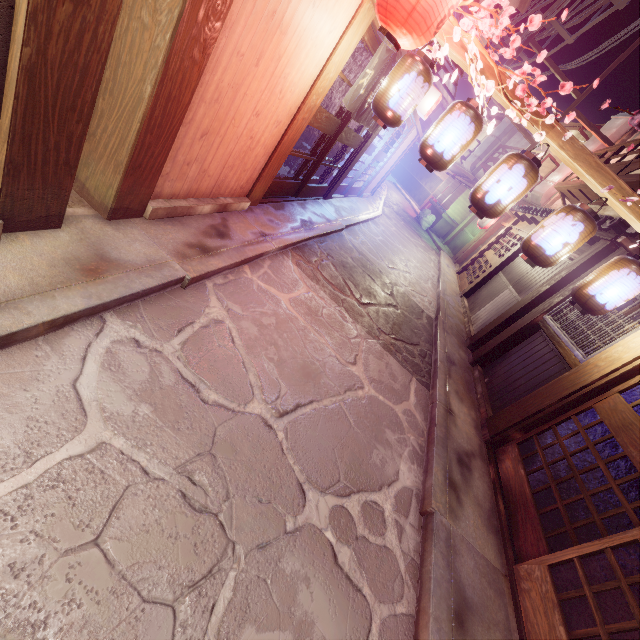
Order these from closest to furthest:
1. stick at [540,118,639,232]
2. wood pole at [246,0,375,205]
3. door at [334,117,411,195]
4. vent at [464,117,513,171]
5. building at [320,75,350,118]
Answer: stick at [540,118,639,232] → wood pole at [246,0,375,205] → building at [320,75,350,118] → door at [334,117,411,195] → vent at [464,117,513,171]

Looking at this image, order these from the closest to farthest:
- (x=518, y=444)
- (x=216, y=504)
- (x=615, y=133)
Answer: (x=216, y=504) → (x=518, y=444) → (x=615, y=133)

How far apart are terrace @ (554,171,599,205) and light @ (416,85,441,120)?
9.25m

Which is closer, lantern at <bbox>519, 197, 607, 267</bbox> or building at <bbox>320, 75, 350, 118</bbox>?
lantern at <bbox>519, 197, 607, 267</bbox>

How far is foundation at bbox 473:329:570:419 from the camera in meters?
9.1

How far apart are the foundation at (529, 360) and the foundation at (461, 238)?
23.1m

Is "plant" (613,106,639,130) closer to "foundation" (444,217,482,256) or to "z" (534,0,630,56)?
"z" (534,0,630,56)

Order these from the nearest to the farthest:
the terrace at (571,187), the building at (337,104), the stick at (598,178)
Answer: the stick at (598,178)
the building at (337,104)
the terrace at (571,187)
